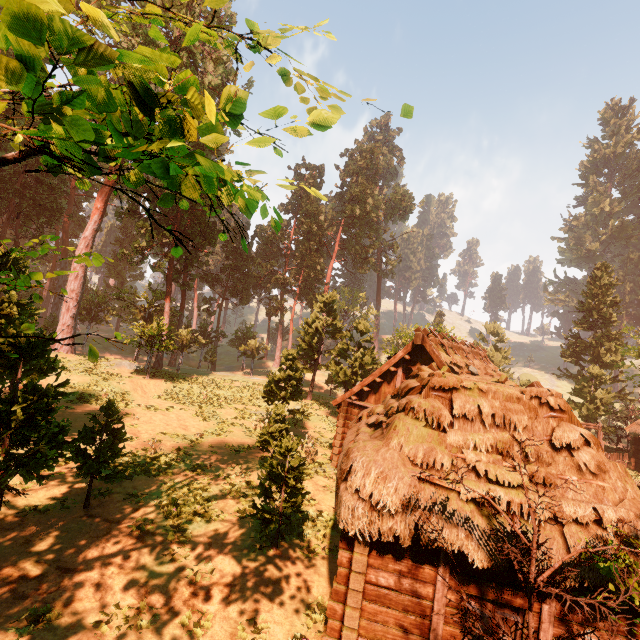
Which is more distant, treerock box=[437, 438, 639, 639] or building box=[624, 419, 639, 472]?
building box=[624, 419, 639, 472]

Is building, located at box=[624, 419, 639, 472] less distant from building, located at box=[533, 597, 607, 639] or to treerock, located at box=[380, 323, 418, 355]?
treerock, located at box=[380, 323, 418, 355]

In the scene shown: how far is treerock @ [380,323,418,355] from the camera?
29.73m

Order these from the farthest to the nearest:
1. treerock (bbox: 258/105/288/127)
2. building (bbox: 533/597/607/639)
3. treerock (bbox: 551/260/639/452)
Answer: treerock (bbox: 551/260/639/452), building (bbox: 533/597/607/639), treerock (bbox: 258/105/288/127)

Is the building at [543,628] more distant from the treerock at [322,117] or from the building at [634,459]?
the building at [634,459]

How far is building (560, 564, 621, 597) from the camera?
5.66m

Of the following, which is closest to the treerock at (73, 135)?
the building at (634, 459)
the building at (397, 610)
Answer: the building at (397, 610)

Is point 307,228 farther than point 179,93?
Yes
